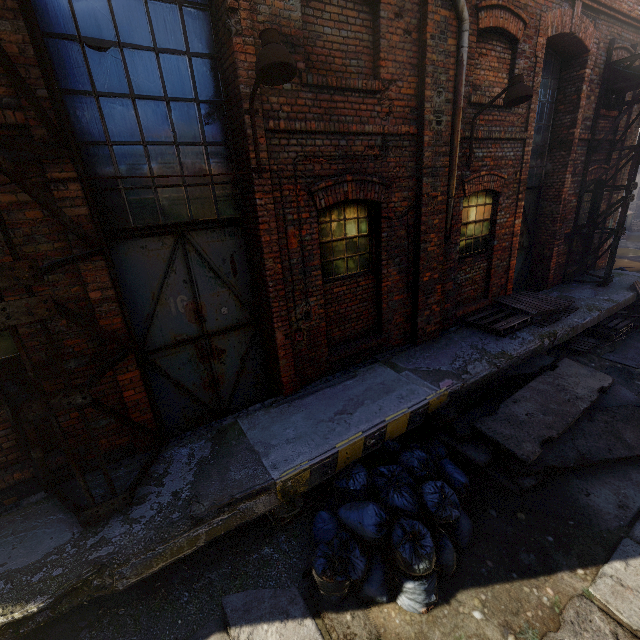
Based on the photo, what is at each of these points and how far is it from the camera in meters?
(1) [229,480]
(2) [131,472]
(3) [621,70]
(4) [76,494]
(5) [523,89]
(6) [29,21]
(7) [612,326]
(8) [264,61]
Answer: (1) building, 3.8
(2) building, 4.0
(3) scaffolding, 7.6
(4) building, 3.7
(5) light, 5.0
(6) pipe, 2.8
(7) pallet, 8.2
(8) light, 3.1

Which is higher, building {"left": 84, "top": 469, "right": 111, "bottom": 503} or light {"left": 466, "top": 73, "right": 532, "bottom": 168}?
light {"left": 466, "top": 73, "right": 532, "bottom": 168}

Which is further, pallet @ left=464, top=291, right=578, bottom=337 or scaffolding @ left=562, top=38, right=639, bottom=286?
scaffolding @ left=562, top=38, right=639, bottom=286

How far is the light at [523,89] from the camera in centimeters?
500cm

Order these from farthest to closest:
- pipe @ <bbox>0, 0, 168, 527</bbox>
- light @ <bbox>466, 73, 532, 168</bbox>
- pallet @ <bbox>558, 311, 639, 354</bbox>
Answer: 1. pallet @ <bbox>558, 311, 639, 354</bbox>
2. light @ <bbox>466, 73, 532, 168</bbox>
3. pipe @ <bbox>0, 0, 168, 527</bbox>

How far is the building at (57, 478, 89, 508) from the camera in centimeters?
364cm

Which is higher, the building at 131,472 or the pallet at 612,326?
the building at 131,472

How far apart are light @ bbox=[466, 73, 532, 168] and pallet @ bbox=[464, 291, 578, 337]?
3.2 meters
